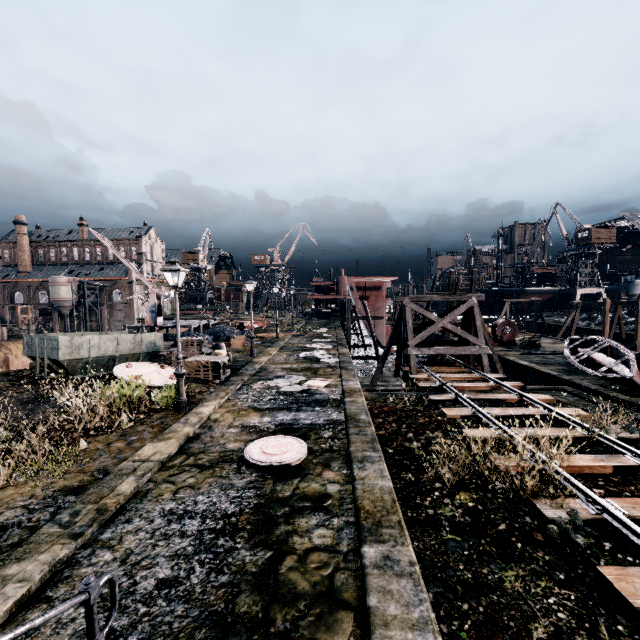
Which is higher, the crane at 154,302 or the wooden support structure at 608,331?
the crane at 154,302

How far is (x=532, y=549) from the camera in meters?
6.2 m

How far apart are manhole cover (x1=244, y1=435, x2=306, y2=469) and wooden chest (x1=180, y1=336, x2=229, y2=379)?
8.2 meters

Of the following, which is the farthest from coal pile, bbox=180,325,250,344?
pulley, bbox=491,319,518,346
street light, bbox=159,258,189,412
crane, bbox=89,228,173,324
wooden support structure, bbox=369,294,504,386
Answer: A: pulley, bbox=491,319,518,346

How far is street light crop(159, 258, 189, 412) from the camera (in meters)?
11.96

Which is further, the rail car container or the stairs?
the rail car container

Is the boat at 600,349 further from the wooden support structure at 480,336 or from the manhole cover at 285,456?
the manhole cover at 285,456

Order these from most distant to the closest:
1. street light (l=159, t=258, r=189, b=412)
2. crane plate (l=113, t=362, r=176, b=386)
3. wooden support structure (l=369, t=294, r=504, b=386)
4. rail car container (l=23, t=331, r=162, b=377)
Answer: wooden support structure (l=369, t=294, r=504, b=386), rail car container (l=23, t=331, r=162, b=377), crane plate (l=113, t=362, r=176, b=386), street light (l=159, t=258, r=189, b=412)
